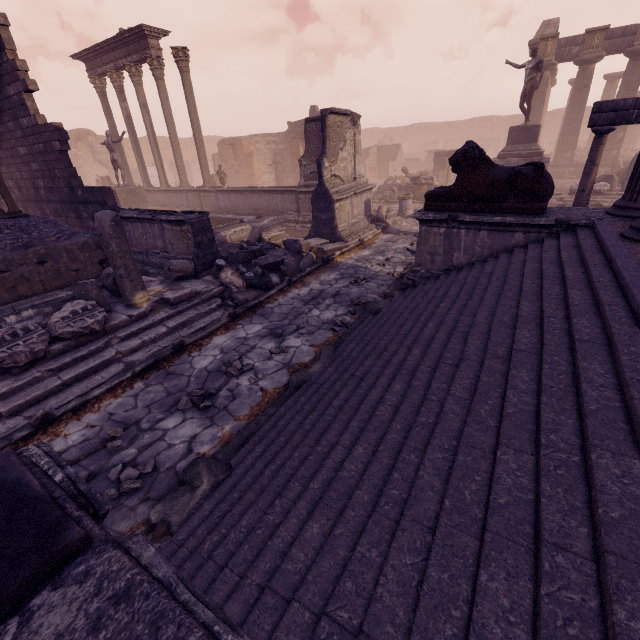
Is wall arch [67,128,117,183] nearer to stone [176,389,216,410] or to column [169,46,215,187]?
column [169,46,215,187]

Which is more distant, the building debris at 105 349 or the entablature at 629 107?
the entablature at 629 107

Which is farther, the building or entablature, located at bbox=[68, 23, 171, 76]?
entablature, located at bbox=[68, 23, 171, 76]

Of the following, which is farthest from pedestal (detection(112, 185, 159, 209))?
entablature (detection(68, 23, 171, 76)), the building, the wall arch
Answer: the wall arch

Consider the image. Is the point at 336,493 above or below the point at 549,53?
below

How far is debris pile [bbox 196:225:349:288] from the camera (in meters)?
7.88

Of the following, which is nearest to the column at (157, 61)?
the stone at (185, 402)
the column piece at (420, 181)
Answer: the column piece at (420, 181)

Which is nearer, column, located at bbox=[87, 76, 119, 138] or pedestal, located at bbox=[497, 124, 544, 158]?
pedestal, located at bbox=[497, 124, 544, 158]
